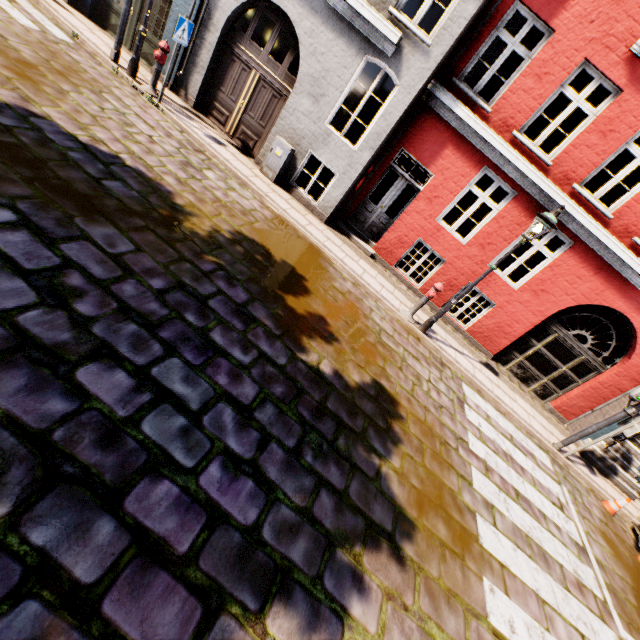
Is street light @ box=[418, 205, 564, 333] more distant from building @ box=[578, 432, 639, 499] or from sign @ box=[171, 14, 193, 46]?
sign @ box=[171, 14, 193, 46]

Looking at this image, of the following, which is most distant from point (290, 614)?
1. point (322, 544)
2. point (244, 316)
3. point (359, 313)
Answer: point (359, 313)

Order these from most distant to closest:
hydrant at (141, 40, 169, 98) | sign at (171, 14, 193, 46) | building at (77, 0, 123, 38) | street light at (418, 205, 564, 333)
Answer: building at (77, 0, 123, 38), hydrant at (141, 40, 169, 98), sign at (171, 14, 193, 46), street light at (418, 205, 564, 333)

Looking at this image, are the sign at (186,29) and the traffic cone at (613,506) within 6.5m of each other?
no

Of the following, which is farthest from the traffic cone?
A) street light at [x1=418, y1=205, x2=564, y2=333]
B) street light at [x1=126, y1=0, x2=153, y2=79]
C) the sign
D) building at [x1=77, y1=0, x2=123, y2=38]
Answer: street light at [x1=126, y1=0, x2=153, y2=79]

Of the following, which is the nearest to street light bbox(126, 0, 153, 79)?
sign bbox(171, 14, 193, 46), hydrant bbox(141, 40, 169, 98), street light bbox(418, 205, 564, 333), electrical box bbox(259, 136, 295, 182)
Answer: hydrant bbox(141, 40, 169, 98)

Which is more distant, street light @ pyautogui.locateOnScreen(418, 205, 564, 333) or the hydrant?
the hydrant

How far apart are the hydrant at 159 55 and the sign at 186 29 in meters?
0.5 m
